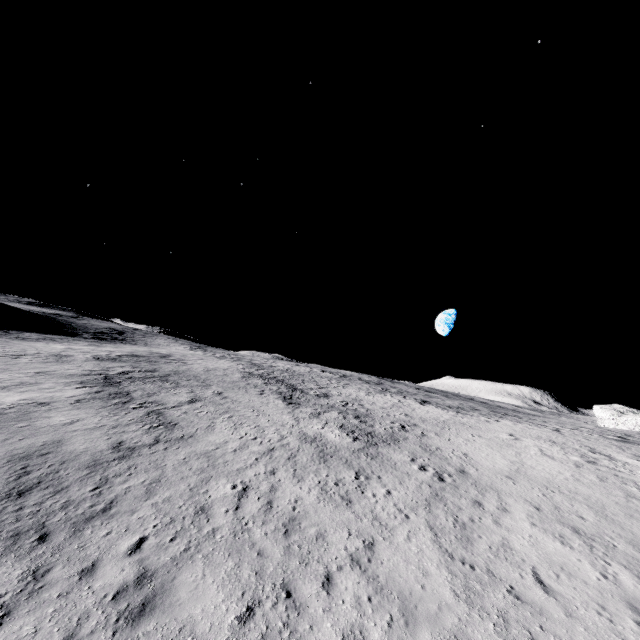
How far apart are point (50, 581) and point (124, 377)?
22.4 meters
